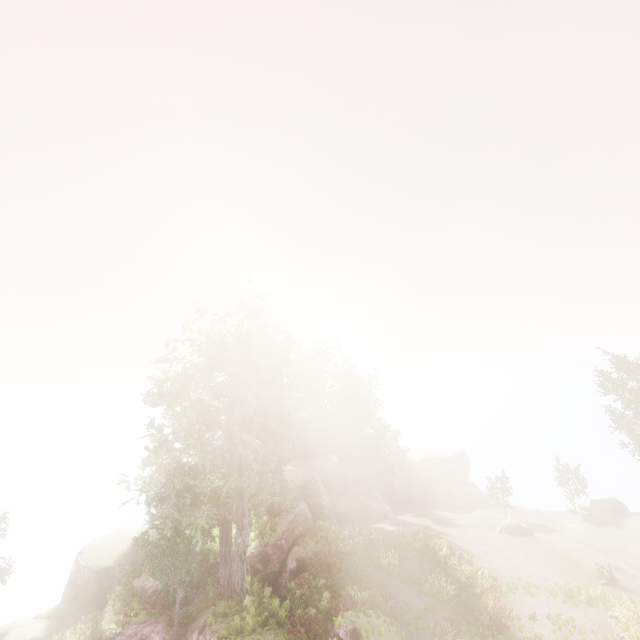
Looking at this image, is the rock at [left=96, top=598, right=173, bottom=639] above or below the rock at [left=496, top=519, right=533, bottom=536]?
above

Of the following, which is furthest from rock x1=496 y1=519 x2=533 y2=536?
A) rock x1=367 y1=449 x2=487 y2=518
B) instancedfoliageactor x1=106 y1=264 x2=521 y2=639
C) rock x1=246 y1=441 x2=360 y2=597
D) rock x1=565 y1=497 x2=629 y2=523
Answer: rock x1=367 y1=449 x2=487 y2=518

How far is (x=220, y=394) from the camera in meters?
19.8

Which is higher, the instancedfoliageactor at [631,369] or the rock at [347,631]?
the instancedfoliageactor at [631,369]

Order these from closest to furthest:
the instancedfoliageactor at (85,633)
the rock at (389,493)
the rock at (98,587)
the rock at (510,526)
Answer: the instancedfoliageactor at (85,633) < the rock at (98,587) < the rock at (510,526) < the rock at (389,493)

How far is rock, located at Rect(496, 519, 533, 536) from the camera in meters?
31.9

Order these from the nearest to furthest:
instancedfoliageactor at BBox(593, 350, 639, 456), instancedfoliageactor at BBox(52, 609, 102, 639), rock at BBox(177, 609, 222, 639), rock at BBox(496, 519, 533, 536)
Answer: rock at BBox(177, 609, 222, 639) → instancedfoliageactor at BBox(52, 609, 102, 639) → instancedfoliageactor at BBox(593, 350, 639, 456) → rock at BBox(496, 519, 533, 536)

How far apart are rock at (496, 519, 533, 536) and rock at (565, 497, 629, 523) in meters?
7.8
